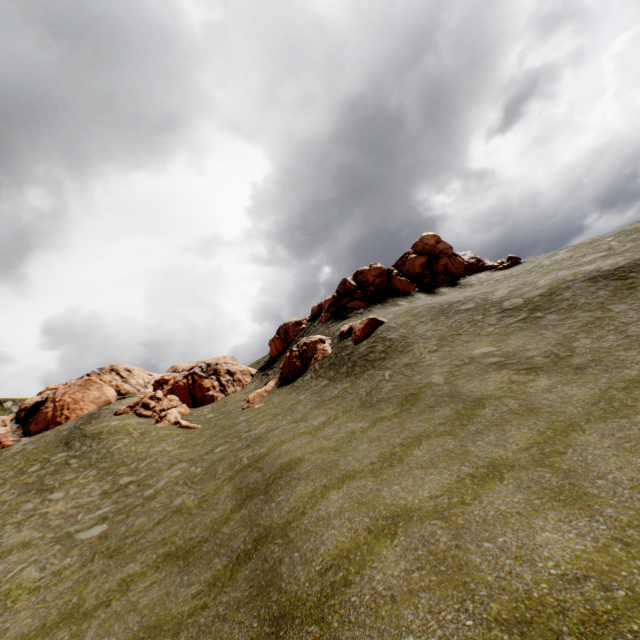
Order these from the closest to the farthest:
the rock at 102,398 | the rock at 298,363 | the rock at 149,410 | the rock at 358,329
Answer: the rock at 358,329, the rock at 298,363, the rock at 149,410, the rock at 102,398

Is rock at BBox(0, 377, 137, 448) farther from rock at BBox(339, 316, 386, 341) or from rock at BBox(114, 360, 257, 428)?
rock at BBox(339, 316, 386, 341)

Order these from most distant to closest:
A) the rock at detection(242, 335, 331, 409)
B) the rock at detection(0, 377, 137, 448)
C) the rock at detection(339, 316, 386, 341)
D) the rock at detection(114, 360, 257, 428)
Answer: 1. the rock at detection(0, 377, 137, 448)
2. the rock at detection(114, 360, 257, 428)
3. the rock at detection(242, 335, 331, 409)
4. the rock at detection(339, 316, 386, 341)

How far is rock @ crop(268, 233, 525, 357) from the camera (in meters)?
36.12

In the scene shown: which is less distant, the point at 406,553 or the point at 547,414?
the point at 406,553

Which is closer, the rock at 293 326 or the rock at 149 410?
the rock at 149 410

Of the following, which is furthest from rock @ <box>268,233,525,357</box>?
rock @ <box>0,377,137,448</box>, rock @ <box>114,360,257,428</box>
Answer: rock @ <box>0,377,137,448</box>
